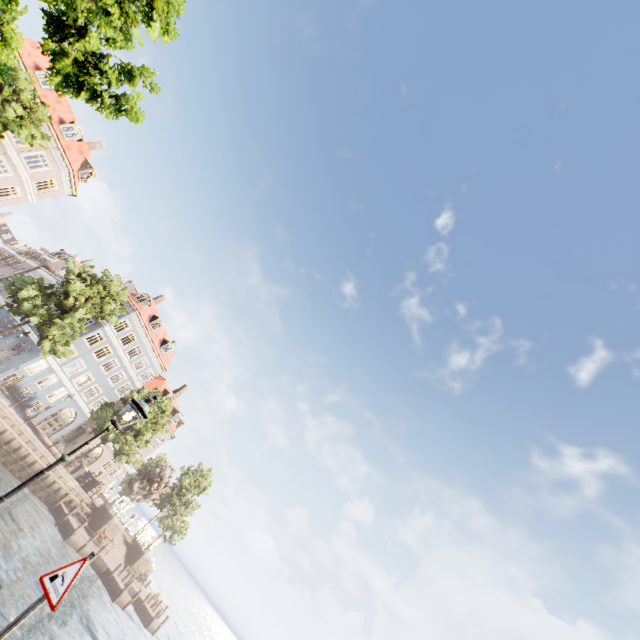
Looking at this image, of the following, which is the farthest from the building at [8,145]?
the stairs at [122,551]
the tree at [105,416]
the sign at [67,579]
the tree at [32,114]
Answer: the sign at [67,579]

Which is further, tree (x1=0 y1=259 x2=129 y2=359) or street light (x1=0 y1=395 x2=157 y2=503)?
tree (x1=0 y1=259 x2=129 y2=359)

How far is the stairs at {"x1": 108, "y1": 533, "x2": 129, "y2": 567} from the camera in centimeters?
3322cm

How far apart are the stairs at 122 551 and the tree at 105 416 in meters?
13.0 m

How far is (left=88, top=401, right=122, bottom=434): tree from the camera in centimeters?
3020cm

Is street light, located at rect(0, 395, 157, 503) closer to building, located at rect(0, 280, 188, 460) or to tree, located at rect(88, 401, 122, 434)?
tree, located at rect(88, 401, 122, 434)

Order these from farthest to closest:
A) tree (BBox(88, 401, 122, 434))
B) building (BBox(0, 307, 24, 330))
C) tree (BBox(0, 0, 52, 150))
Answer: building (BBox(0, 307, 24, 330)), tree (BBox(88, 401, 122, 434)), tree (BBox(0, 0, 52, 150))

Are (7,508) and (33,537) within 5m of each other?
yes
